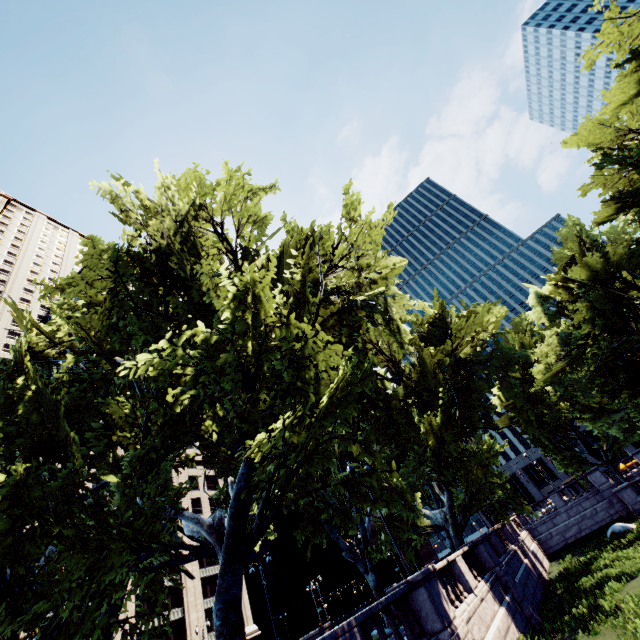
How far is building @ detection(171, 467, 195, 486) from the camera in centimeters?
5572cm

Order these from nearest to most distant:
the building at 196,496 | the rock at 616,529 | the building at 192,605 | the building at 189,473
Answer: the rock at 616,529, the building at 192,605, the building at 196,496, the building at 189,473

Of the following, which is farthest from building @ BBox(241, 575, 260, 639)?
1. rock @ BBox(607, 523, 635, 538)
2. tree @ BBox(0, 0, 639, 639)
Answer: A: rock @ BBox(607, 523, 635, 538)

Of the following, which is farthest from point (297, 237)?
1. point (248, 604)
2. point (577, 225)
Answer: point (248, 604)

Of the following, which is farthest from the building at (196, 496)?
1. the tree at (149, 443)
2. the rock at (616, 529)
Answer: the rock at (616, 529)
